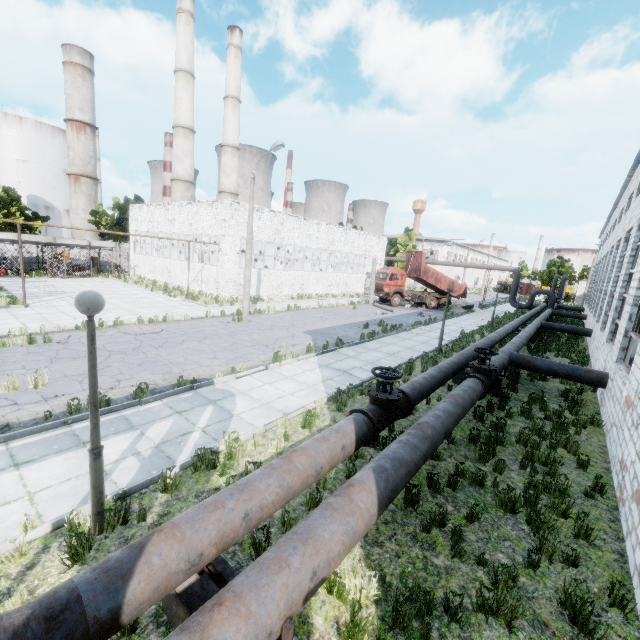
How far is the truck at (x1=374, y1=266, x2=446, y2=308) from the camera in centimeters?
3209cm

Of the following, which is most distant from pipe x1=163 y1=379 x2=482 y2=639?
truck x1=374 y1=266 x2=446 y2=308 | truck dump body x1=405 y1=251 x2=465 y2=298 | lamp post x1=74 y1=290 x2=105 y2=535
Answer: truck dump body x1=405 y1=251 x2=465 y2=298

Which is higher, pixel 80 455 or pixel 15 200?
pixel 15 200

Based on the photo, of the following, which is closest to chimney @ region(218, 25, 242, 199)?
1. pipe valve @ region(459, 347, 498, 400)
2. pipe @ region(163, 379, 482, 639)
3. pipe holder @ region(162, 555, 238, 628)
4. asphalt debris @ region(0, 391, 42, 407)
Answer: asphalt debris @ region(0, 391, 42, 407)

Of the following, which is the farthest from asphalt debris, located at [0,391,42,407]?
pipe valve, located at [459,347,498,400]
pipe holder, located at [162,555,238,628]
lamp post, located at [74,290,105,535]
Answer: pipe valve, located at [459,347,498,400]

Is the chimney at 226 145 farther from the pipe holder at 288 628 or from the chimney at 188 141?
the pipe holder at 288 628

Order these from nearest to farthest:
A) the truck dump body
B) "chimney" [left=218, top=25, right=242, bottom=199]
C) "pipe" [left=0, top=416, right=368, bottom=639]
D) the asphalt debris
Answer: "pipe" [left=0, top=416, right=368, bottom=639], the asphalt debris, the truck dump body, "chimney" [left=218, top=25, right=242, bottom=199]

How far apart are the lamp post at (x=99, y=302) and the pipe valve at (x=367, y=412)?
4.0 meters
